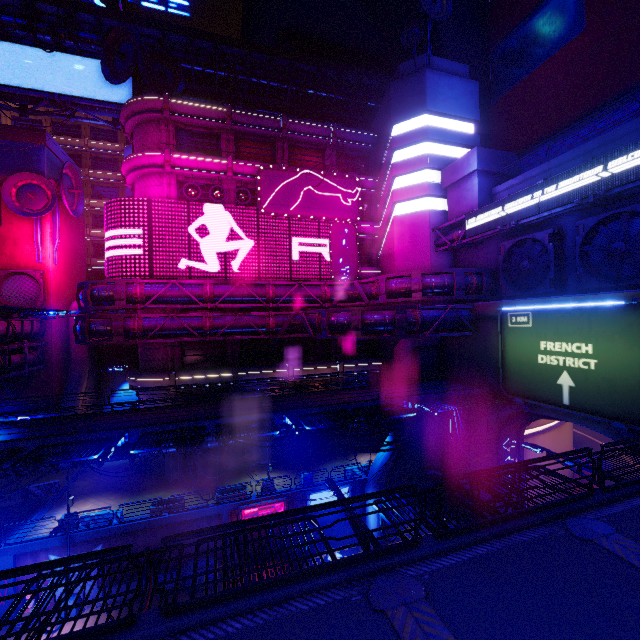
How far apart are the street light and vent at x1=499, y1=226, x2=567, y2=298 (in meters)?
18.67

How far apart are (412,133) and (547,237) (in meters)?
16.22

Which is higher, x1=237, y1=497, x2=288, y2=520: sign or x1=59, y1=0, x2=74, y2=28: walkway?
x1=59, y1=0, x2=74, y2=28: walkway

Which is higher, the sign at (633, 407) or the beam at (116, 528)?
the sign at (633, 407)

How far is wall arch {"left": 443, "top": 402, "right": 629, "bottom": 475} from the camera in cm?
1589

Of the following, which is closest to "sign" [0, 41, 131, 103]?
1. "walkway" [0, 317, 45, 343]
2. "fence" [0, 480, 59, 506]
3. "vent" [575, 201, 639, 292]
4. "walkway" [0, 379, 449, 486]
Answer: "walkway" [0, 317, 45, 343]

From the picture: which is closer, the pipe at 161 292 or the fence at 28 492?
the pipe at 161 292

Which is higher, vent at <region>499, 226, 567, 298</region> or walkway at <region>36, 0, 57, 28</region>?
walkway at <region>36, 0, 57, 28</region>
